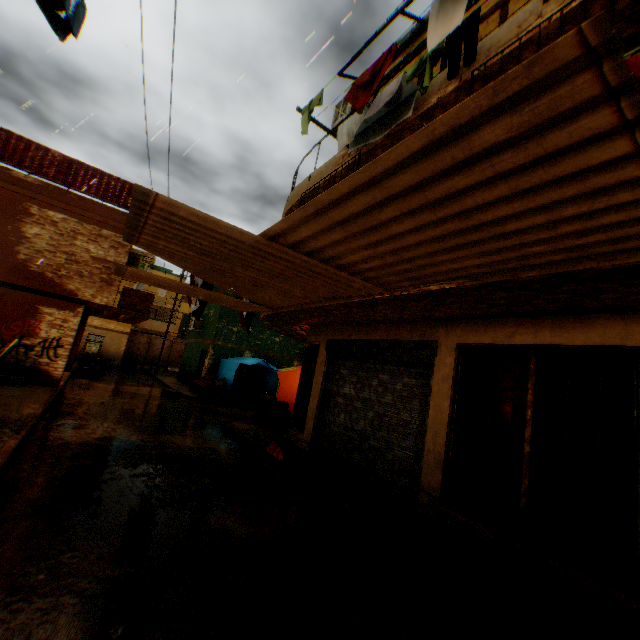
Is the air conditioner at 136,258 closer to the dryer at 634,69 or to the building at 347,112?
the building at 347,112

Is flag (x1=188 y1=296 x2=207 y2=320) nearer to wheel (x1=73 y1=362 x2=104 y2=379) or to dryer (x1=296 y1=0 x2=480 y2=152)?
dryer (x1=296 y1=0 x2=480 y2=152)

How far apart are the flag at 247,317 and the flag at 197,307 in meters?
0.6 m

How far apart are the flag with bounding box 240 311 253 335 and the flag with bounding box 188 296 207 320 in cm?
59

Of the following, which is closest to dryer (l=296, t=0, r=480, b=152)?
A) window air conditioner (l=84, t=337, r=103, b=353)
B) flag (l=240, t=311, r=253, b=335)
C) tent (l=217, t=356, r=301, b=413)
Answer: tent (l=217, t=356, r=301, b=413)

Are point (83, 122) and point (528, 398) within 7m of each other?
no

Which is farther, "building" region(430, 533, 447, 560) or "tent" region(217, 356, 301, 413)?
"tent" region(217, 356, 301, 413)

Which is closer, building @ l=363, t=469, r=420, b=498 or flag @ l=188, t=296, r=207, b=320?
building @ l=363, t=469, r=420, b=498
